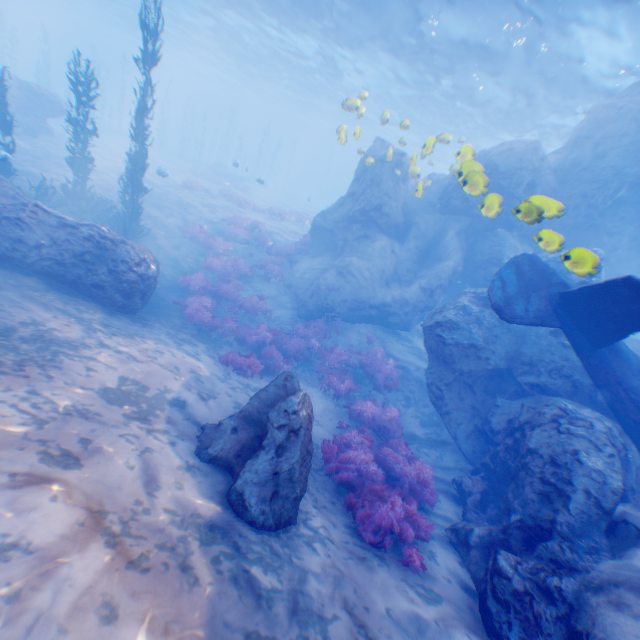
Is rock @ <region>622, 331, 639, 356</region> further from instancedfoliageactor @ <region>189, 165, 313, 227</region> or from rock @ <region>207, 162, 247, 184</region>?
rock @ <region>207, 162, 247, 184</region>

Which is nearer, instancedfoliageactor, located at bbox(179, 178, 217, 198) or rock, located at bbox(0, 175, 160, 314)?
rock, located at bbox(0, 175, 160, 314)

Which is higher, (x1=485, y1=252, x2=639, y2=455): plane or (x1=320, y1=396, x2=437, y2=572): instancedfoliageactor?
(x1=485, y1=252, x2=639, y2=455): plane

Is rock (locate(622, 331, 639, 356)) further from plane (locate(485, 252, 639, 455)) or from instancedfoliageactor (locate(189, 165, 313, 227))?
instancedfoliageactor (locate(189, 165, 313, 227))

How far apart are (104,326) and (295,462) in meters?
5.8 m

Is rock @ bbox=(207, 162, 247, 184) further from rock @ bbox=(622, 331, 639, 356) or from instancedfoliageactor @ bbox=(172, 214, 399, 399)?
instancedfoliageactor @ bbox=(172, 214, 399, 399)

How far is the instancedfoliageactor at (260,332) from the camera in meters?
11.4

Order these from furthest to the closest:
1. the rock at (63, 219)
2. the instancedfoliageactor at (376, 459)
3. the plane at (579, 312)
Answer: the rock at (63, 219) → the plane at (579, 312) → the instancedfoliageactor at (376, 459)
